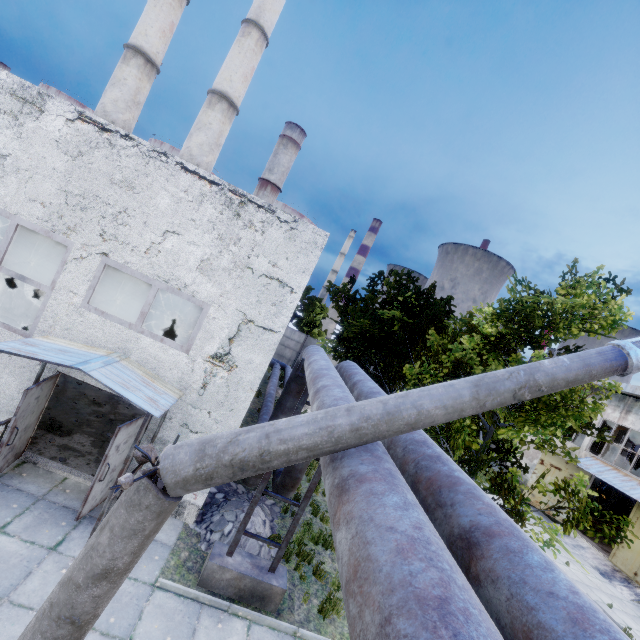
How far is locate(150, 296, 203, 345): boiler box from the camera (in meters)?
15.44

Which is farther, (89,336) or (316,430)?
(89,336)

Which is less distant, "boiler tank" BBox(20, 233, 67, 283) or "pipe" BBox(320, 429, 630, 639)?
"pipe" BBox(320, 429, 630, 639)

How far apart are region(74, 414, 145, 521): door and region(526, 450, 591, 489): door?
25.4 meters

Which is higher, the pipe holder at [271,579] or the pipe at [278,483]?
the pipe at [278,483]

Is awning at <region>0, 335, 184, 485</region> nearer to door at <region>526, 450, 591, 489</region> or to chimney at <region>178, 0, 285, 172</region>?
chimney at <region>178, 0, 285, 172</region>

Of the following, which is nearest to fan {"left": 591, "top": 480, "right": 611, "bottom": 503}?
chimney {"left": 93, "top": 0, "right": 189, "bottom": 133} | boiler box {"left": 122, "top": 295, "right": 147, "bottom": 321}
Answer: boiler box {"left": 122, "top": 295, "right": 147, "bottom": 321}

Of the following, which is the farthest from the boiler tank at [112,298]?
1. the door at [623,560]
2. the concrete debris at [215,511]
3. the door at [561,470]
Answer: the door at [623,560]
